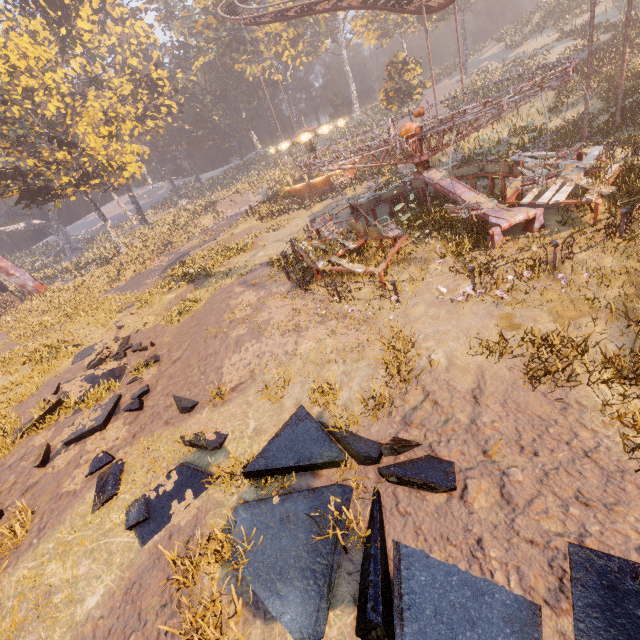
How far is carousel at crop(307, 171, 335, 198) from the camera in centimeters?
2936cm

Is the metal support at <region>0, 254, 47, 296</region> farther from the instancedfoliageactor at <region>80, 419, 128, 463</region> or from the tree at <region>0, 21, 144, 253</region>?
the instancedfoliageactor at <region>80, 419, 128, 463</region>

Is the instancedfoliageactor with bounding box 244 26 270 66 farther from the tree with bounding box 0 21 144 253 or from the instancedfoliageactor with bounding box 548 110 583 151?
the tree with bounding box 0 21 144 253

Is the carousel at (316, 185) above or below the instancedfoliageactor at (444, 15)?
below

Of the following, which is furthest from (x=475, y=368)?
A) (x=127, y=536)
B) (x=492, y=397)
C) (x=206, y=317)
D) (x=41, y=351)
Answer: (x=41, y=351)

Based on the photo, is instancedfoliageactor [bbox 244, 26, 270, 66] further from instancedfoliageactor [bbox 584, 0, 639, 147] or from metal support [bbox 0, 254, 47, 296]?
metal support [bbox 0, 254, 47, 296]

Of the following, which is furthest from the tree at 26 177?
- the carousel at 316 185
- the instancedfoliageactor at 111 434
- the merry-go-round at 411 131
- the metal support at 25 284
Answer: the instancedfoliageactor at 111 434

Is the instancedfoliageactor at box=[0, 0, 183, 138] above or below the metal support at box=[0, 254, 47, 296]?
above
